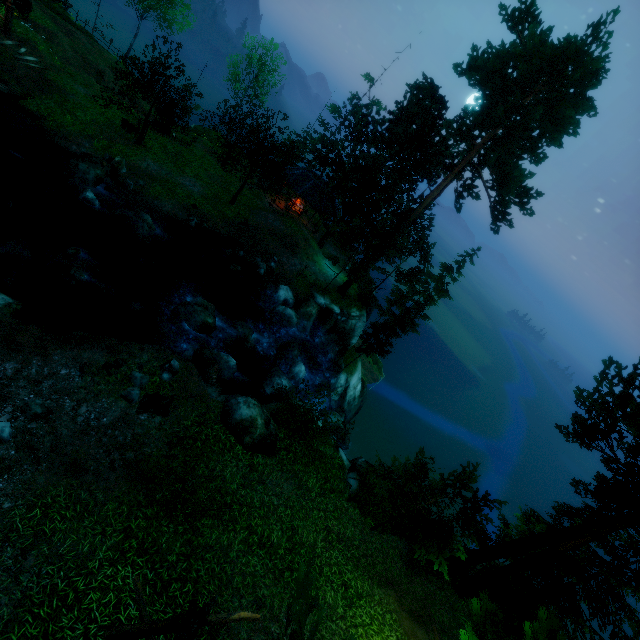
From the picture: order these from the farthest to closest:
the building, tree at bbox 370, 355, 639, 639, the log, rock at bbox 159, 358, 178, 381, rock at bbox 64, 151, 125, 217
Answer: the building → rock at bbox 64, 151, 125, 217 → rock at bbox 159, 358, 178, 381 → tree at bbox 370, 355, 639, 639 → the log

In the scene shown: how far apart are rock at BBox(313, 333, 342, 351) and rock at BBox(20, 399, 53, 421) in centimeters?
1908cm

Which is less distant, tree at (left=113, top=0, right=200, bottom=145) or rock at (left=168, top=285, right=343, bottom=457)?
rock at (left=168, top=285, right=343, bottom=457)

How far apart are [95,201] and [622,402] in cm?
2607

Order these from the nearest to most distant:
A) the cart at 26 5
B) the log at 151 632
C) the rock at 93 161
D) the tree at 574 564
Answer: the log at 151 632
the tree at 574 564
the rock at 93 161
the cart at 26 5

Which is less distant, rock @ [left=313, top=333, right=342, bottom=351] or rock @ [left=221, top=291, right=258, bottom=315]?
rock @ [left=221, top=291, right=258, bottom=315]

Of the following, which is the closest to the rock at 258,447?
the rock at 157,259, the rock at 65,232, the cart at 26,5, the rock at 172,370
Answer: the rock at 172,370

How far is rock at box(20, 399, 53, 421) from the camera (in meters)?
9.00
